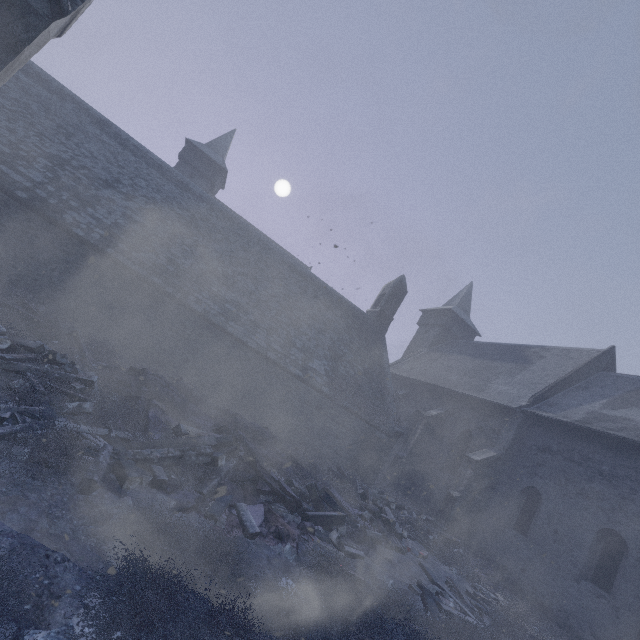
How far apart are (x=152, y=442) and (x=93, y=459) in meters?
1.2 m

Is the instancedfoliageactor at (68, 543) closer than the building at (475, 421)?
Yes

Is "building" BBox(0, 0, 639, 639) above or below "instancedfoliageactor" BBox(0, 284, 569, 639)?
above

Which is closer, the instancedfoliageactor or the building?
the instancedfoliageactor

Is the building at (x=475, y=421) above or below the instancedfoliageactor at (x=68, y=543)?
above
